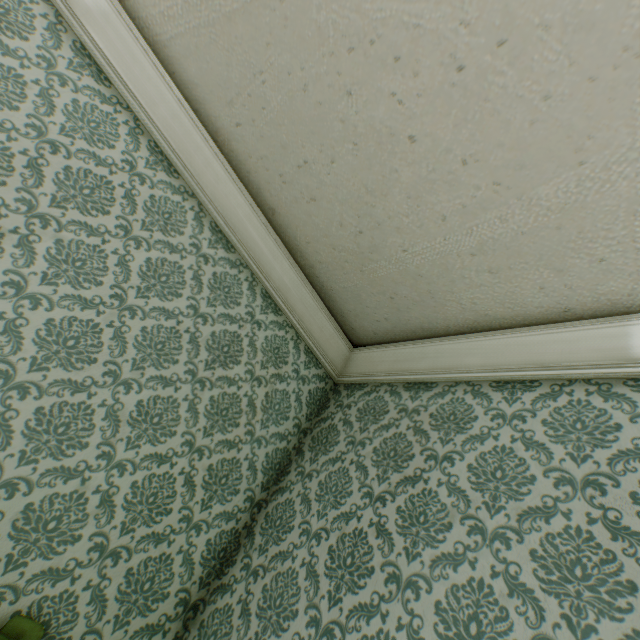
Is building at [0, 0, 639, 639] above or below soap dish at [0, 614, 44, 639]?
above

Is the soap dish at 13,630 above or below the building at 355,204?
below

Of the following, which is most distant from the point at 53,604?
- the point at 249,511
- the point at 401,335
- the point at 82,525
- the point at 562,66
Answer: the point at 562,66
